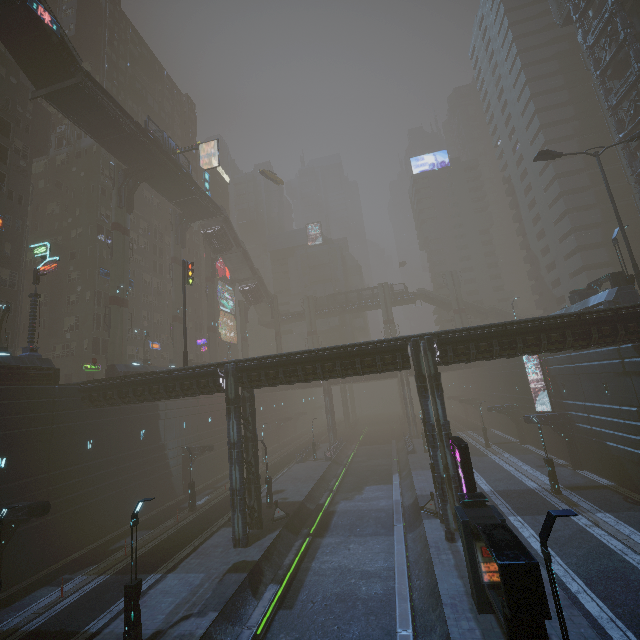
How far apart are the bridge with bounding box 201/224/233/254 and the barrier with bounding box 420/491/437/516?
46.17m

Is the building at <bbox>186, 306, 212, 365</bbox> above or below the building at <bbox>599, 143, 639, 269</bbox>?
below

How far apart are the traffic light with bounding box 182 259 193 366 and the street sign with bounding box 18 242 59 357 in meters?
9.7 m

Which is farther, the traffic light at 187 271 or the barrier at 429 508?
the traffic light at 187 271

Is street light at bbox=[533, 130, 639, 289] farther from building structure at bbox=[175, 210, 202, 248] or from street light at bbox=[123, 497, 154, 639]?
building structure at bbox=[175, 210, 202, 248]

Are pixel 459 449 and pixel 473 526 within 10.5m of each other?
yes

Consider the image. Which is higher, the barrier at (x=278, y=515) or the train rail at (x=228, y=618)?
the barrier at (x=278, y=515)

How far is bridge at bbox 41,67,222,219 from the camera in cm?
2969
